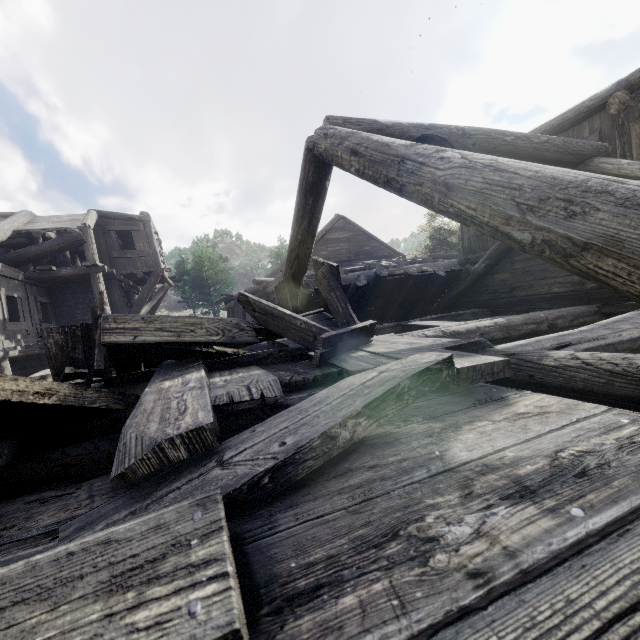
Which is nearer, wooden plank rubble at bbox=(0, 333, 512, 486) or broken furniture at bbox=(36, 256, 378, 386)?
wooden plank rubble at bbox=(0, 333, 512, 486)

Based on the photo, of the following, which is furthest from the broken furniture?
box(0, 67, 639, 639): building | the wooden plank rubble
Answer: box(0, 67, 639, 639): building

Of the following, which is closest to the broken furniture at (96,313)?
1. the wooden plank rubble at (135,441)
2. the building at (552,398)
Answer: the wooden plank rubble at (135,441)

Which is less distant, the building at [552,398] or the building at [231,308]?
the building at [552,398]

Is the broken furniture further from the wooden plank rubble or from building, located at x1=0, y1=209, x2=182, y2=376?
building, located at x1=0, y1=209, x2=182, y2=376

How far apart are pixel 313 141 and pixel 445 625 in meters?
4.8 m

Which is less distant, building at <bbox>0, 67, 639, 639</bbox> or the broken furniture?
building at <bbox>0, 67, 639, 639</bbox>

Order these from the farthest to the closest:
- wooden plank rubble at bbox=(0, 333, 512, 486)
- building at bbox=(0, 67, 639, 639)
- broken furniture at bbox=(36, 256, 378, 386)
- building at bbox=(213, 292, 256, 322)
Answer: building at bbox=(213, 292, 256, 322) < broken furniture at bbox=(36, 256, 378, 386) < wooden plank rubble at bbox=(0, 333, 512, 486) < building at bbox=(0, 67, 639, 639)
